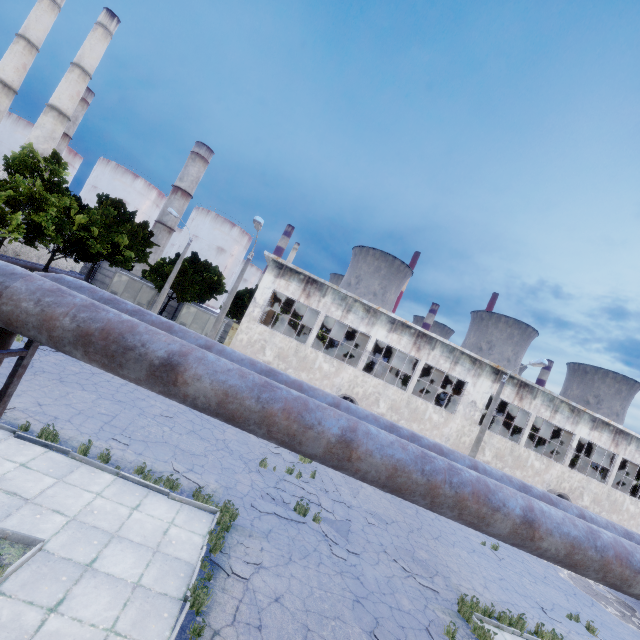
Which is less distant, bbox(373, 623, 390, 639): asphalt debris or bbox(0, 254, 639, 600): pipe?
bbox(0, 254, 639, 600): pipe

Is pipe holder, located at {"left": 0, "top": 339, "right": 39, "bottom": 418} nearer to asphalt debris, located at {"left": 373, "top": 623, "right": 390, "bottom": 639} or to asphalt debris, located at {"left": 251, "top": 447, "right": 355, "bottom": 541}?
asphalt debris, located at {"left": 251, "top": 447, "right": 355, "bottom": 541}

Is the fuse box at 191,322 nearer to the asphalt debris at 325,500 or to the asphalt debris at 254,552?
the asphalt debris at 325,500

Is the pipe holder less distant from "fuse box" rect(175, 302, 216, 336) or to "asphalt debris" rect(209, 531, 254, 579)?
"asphalt debris" rect(209, 531, 254, 579)

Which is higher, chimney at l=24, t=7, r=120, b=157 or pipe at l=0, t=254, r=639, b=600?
chimney at l=24, t=7, r=120, b=157

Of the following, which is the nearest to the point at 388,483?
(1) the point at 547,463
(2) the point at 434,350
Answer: (2) the point at 434,350

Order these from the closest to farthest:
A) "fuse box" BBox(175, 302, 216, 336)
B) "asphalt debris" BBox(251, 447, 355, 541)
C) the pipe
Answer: the pipe → "asphalt debris" BBox(251, 447, 355, 541) → "fuse box" BBox(175, 302, 216, 336)

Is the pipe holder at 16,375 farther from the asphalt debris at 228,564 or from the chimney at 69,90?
the chimney at 69,90
